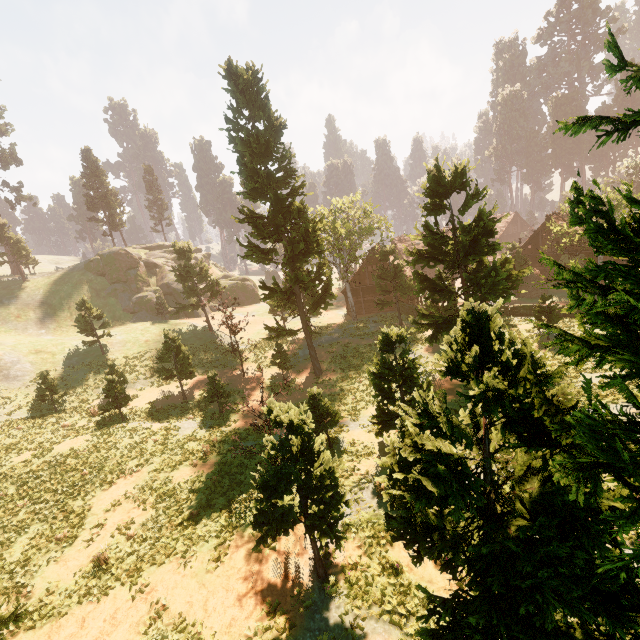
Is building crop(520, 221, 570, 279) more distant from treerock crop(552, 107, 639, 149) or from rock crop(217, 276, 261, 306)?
rock crop(217, 276, 261, 306)

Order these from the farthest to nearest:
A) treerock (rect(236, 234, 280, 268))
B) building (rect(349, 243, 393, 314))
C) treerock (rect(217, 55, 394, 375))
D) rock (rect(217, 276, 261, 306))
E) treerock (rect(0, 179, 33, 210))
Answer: rock (rect(217, 276, 261, 306))
treerock (rect(0, 179, 33, 210))
building (rect(349, 243, 393, 314))
treerock (rect(236, 234, 280, 268))
treerock (rect(217, 55, 394, 375))

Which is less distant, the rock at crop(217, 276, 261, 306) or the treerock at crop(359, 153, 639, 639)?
the treerock at crop(359, 153, 639, 639)

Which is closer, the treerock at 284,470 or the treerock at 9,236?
the treerock at 284,470

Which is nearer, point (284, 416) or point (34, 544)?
point (284, 416)

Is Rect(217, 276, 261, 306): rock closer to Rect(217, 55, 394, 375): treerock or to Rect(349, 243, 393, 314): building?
Rect(217, 55, 394, 375): treerock

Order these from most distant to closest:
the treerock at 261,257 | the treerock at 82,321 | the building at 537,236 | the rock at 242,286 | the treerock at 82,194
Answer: the rock at 242,286 → the treerock at 82,194 → the building at 537,236 → the treerock at 82,321 → the treerock at 261,257

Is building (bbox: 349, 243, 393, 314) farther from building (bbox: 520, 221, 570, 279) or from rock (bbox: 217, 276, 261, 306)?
rock (bbox: 217, 276, 261, 306)
